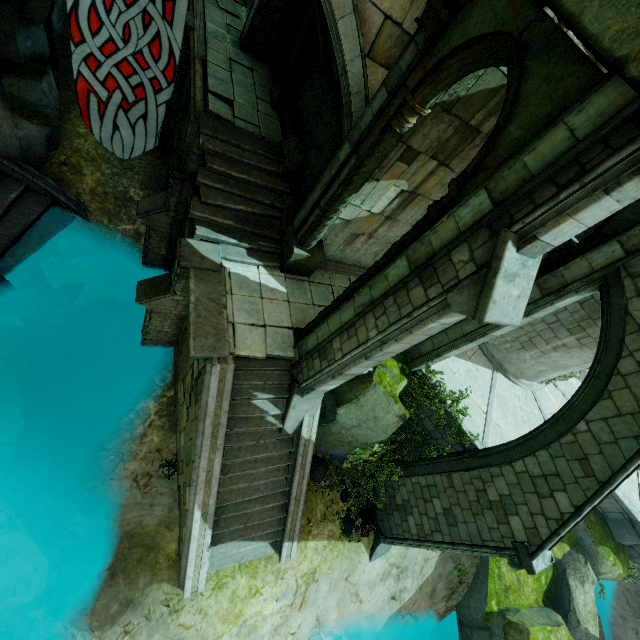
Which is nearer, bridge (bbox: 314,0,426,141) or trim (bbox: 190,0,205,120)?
bridge (bbox: 314,0,426,141)

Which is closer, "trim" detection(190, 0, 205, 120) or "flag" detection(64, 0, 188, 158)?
"flag" detection(64, 0, 188, 158)

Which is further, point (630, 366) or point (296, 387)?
point (296, 387)

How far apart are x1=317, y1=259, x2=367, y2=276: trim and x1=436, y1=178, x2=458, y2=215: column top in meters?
5.2 m

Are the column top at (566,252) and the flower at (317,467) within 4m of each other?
no

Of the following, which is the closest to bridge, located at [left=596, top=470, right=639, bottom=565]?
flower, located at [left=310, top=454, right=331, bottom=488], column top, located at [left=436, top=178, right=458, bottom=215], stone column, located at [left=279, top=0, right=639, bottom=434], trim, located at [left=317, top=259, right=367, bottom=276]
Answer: flower, located at [left=310, top=454, right=331, bottom=488]

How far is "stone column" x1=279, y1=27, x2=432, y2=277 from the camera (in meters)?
5.69

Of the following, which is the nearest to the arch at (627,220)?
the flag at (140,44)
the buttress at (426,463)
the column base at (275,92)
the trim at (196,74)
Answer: the buttress at (426,463)
